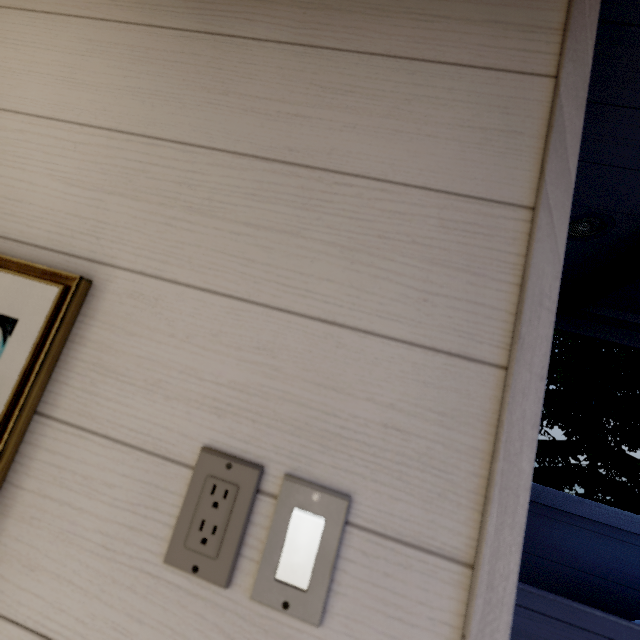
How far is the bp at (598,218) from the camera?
1.5m

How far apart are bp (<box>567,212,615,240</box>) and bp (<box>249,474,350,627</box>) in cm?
180

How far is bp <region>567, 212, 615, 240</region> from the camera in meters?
1.5

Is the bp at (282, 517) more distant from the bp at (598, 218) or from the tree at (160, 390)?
the bp at (598, 218)

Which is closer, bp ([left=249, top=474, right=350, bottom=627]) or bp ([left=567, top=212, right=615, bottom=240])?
bp ([left=249, top=474, right=350, bottom=627])

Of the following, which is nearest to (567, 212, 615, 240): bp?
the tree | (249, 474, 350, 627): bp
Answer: the tree

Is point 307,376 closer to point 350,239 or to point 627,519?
point 350,239

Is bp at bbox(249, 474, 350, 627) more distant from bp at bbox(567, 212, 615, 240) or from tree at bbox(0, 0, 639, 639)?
bp at bbox(567, 212, 615, 240)
